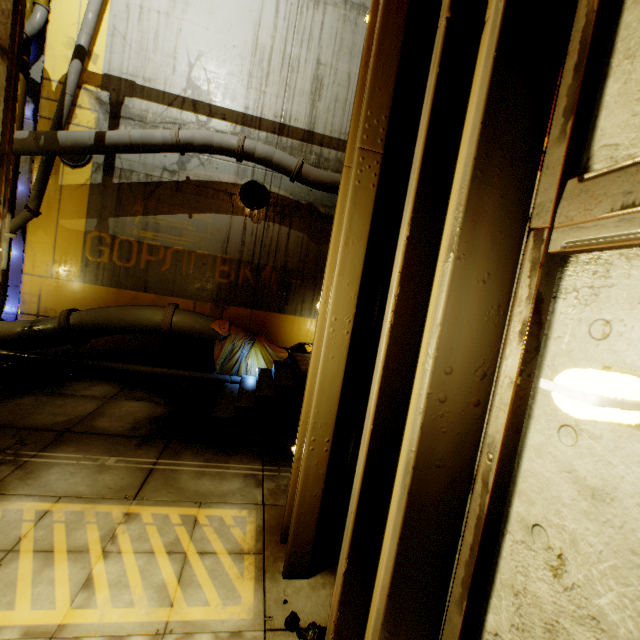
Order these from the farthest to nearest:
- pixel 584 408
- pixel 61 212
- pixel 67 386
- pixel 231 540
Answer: pixel 61 212 < pixel 67 386 < pixel 231 540 < pixel 584 408

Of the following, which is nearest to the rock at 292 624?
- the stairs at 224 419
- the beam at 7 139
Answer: the beam at 7 139

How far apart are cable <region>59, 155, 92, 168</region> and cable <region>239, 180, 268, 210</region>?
3.8 meters

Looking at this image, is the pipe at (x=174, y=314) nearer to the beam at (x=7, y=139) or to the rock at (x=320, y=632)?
the beam at (x=7, y=139)

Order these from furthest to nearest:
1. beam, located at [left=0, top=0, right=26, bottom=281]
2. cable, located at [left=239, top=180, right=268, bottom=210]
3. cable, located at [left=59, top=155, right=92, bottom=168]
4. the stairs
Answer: cable, located at [left=239, top=180, right=268, bottom=210] < cable, located at [left=59, top=155, right=92, bottom=168] < the stairs < beam, located at [left=0, top=0, right=26, bottom=281]

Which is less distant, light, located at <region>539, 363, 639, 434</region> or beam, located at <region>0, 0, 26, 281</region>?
light, located at <region>539, 363, 639, 434</region>

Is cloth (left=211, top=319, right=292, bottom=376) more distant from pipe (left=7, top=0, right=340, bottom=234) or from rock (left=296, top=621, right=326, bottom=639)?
rock (left=296, top=621, right=326, bottom=639)

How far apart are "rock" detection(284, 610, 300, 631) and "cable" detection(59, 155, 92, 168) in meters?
10.5 m
